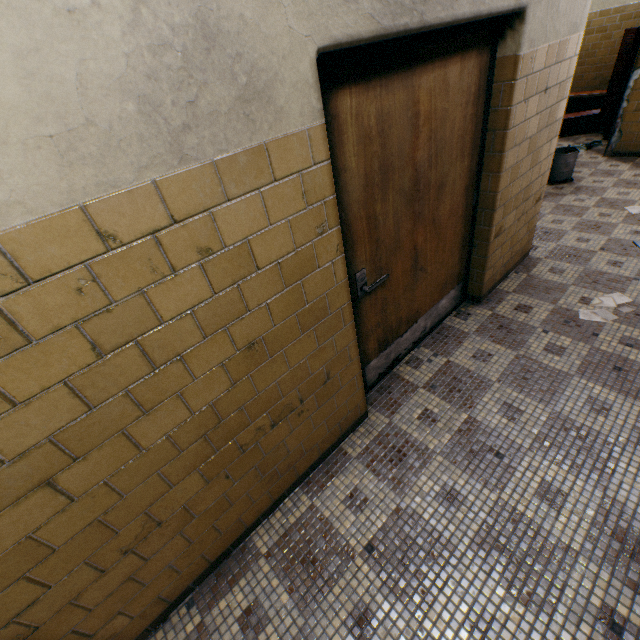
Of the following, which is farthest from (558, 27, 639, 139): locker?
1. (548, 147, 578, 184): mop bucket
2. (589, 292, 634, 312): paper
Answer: (589, 292, 634, 312): paper

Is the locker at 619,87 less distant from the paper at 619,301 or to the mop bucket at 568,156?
the mop bucket at 568,156

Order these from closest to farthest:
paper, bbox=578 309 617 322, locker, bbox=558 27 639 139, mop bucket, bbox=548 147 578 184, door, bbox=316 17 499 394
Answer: door, bbox=316 17 499 394
paper, bbox=578 309 617 322
mop bucket, bbox=548 147 578 184
locker, bbox=558 27 639 139

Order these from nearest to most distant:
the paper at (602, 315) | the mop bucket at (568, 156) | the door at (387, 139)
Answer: the door at (387, 139) < the paper at (602, 315) < the mop bucket at (568, 156)

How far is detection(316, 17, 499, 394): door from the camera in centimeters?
154cm

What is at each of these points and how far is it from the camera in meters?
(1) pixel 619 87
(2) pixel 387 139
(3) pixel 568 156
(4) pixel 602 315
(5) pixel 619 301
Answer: (1) locker, 5.9 m
(2) door, 1.7 m
(3) mop bucket, 4.9 m
(4) paper, 2.9 m
(5) paper, 2.9 m

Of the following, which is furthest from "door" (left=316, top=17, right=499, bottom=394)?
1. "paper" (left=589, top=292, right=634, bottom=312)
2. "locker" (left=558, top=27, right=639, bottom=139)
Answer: "locker" (left=558, top=27, right=639, bottom=139)

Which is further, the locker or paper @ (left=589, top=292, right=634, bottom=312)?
the locker
